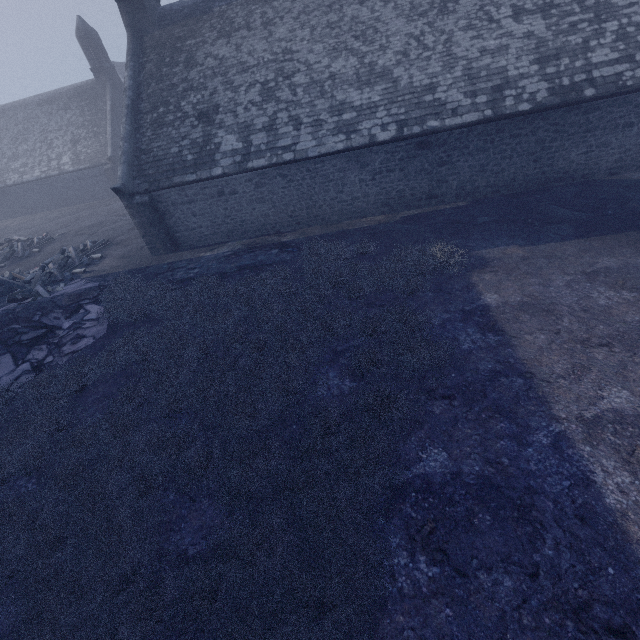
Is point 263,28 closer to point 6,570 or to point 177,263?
point 177,263
